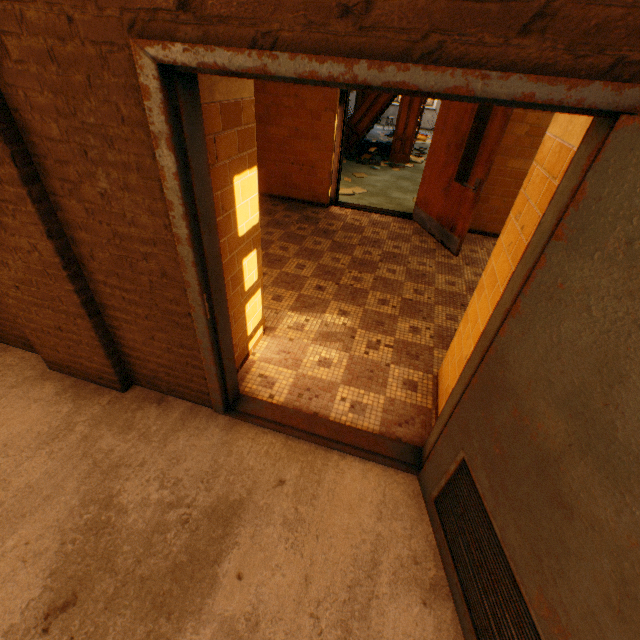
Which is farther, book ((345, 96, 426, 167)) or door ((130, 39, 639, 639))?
book ((345, 96, 426, 167))

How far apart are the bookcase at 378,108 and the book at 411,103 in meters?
0.0

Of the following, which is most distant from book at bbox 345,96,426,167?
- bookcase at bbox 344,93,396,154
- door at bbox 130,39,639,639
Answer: door at bbox 130,39,639,639

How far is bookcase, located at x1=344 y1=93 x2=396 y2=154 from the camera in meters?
8.8 m

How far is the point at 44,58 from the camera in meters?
1.3 m

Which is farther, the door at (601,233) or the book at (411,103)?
the book at (411,103)

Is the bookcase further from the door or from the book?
the door
